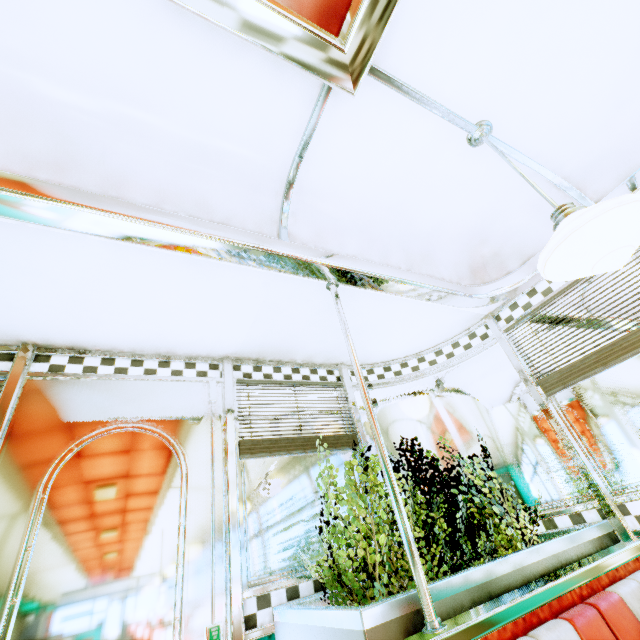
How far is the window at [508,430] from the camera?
2.2m

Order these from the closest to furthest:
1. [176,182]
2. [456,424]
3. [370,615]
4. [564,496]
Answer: [370,615]
[176,182]
[564,496]
[456,424]

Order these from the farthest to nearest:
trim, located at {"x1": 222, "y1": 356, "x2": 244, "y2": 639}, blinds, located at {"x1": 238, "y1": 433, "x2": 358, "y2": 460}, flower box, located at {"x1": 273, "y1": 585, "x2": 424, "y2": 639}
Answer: blinds, located at {"x1": 238, "y1": 433, "x2": 358, "y2": 460}, trim, located at {"x1": 222, "y1": 356, "x2": 244, "y2": 639}, flower box, located at {"x1": 273, "y1": 585, "x2": 424, "y2": 639}

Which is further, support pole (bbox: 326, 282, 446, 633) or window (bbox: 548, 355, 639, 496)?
window (bbox: 548, 355, 639, 496)

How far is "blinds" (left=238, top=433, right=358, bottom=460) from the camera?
2.1 meters

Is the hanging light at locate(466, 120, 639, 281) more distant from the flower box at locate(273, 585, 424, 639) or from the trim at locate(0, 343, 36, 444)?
the trim at locate(0, 343, 36, 444)

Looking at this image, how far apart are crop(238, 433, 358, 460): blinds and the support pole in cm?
87

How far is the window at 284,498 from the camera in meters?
1.8
